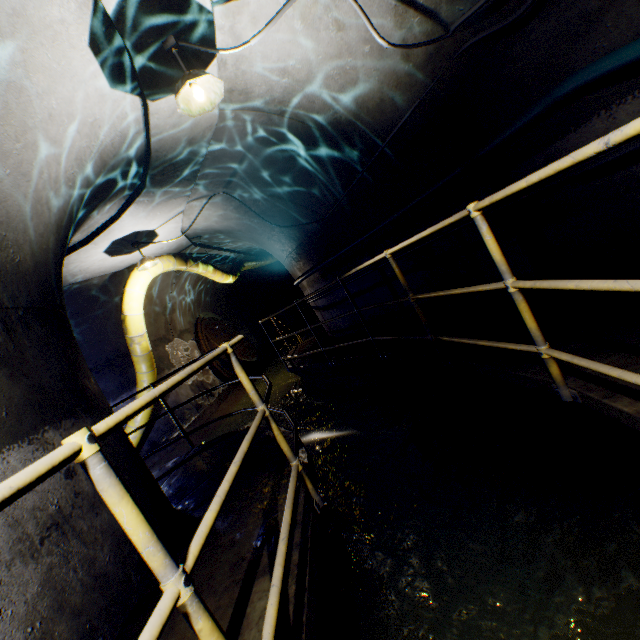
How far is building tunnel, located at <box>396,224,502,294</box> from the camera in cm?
397

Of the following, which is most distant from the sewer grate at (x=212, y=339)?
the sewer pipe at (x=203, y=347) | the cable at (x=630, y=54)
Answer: the cable at (x=630, y=54)

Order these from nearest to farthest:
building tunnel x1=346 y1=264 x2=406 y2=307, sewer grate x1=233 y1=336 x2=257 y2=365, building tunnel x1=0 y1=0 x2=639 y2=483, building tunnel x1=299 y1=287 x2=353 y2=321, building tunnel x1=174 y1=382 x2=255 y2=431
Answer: building tunnel x1=0 y1=0 x2=639 y2=483 → building tunnel x1=346 y1=264 x2=406 y2=307 → building tunnel x1=299 y1=287 x2=353 y2=321 → building tunnel x1=174 y1=382 x2=255 y2=431 → sewer grate x1=233 y1=336 x2=257 y2=365

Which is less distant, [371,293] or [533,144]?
[533,144]

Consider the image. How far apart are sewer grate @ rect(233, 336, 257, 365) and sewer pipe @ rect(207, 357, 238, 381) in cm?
0

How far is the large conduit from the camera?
6.8m

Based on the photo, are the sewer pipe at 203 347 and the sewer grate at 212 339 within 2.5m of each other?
yes

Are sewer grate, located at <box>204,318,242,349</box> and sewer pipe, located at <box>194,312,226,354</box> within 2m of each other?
yes
